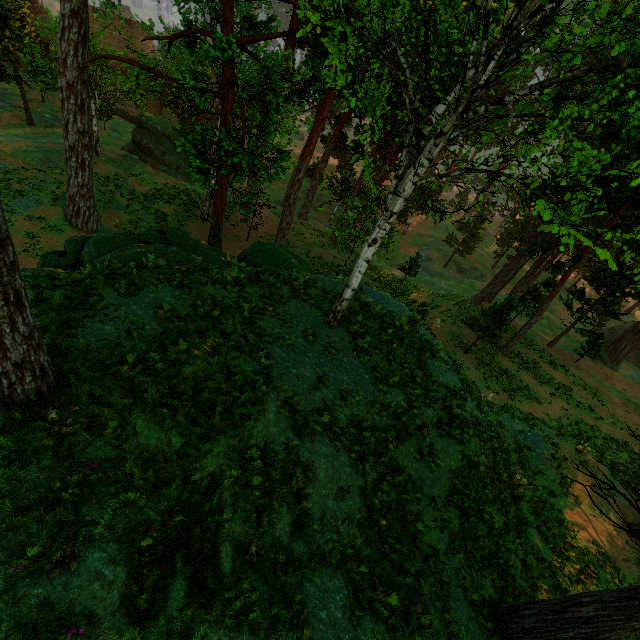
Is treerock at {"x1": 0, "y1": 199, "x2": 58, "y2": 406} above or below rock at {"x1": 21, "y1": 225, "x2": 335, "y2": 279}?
above

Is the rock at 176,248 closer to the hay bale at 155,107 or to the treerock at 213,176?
the treerock at 213,176

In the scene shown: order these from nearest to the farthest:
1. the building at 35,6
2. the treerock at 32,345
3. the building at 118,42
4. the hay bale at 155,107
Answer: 1. the treerock at 32,345
2. the building at 35,6
3. the hay bale at 155,107
4. the building at 118,42

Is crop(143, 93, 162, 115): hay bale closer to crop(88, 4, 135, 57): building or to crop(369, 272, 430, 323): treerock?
crop(369, 272, 430, 323): treerock

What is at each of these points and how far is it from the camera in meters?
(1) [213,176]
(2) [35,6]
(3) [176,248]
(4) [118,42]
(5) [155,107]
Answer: (1) treerock, 11.4
(2) building, 45.2
(3) rock, 13.8
(4) building, 58.2
(5) hay bale, 50.7

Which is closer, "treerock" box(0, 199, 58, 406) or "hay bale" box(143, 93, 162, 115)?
"treerock" box(0, 199, 58, 406)

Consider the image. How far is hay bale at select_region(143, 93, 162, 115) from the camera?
49.86m

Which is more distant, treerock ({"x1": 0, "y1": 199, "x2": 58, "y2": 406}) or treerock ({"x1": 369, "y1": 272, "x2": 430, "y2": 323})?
treerock ({"x1": 369, "y1": 272, "x2": 430, "y2": 323})
